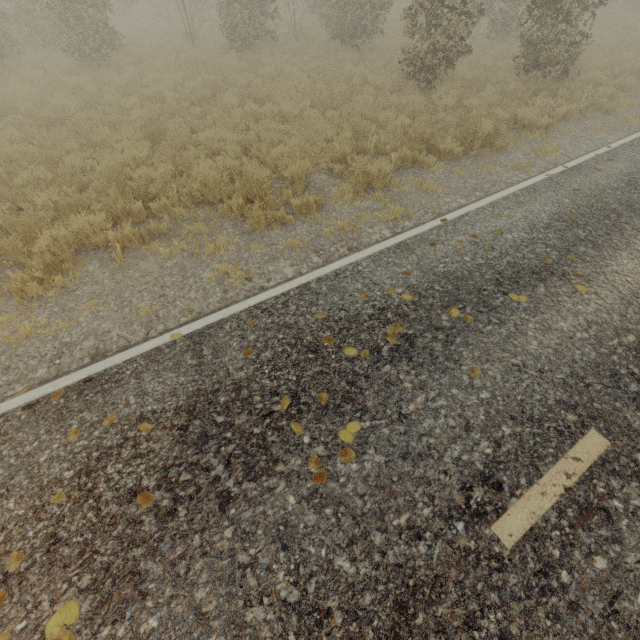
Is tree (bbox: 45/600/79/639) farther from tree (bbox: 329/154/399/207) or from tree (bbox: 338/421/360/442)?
tree (bbox: 329/154/399/207)

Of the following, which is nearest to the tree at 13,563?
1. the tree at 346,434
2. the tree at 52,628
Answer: the tree at 346,434

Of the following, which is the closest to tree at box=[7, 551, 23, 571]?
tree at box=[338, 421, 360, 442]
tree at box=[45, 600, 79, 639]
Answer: tree at box=[338, 421, 360, 442]

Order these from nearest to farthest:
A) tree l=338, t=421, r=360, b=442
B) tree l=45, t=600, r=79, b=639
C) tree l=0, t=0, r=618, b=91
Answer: tree l=45, t=600, r=79, b=639
tree l=338, t=421, r=360, b=442
tree l=0, t=0, r=618, b=91

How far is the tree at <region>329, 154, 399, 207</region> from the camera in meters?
6.5

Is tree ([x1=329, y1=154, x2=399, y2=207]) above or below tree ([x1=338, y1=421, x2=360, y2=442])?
below

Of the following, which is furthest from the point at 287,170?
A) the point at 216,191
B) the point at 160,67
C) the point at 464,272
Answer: the point at 160,67

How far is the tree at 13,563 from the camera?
2.5m
